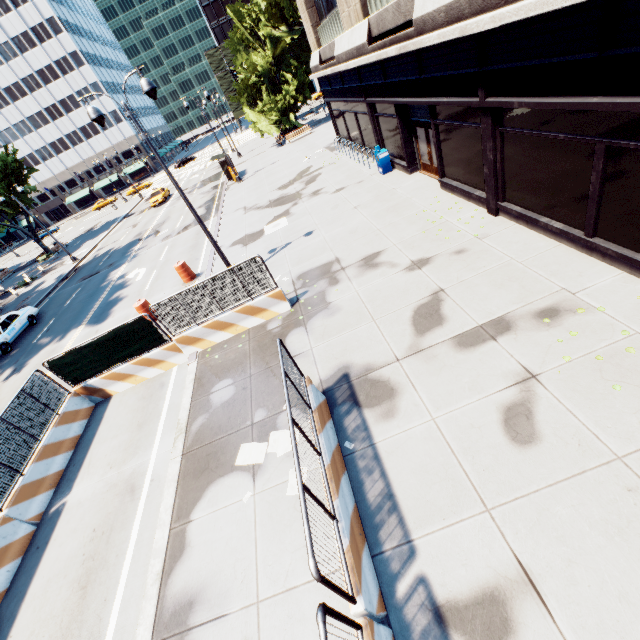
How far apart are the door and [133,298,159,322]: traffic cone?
13.46m

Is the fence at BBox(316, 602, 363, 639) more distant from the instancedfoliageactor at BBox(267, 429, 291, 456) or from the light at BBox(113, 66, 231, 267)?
the light at BBox(113, 66, 231, 267)

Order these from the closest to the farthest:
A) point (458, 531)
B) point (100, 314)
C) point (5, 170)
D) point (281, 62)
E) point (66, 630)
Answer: point (458, 531)
point (66, 630)
point (100, 314)
point (5, 170)
point (281, 62)

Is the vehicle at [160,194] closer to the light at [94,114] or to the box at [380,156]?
the light at [94,114]

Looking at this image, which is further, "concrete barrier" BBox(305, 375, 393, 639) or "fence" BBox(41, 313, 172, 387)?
"fence" BBox(41, 313, 172, 387)

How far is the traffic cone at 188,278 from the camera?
15.9m

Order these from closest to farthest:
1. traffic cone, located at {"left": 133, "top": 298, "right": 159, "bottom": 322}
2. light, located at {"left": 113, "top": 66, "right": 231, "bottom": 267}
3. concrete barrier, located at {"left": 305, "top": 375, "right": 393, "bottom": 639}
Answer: concrete barrier, located at {"left": 305, "top": 375, "right": 393, "bottom": 639}
light, located at {"left": 113, "top": 66, "right": 231, "bottom": 267}
traffic cone, located at {"left": 133, "top": 298, "right": 159, "bottom": 322}

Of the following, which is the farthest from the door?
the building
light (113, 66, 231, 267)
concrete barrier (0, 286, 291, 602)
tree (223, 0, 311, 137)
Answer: tree (223, 0, 311, 137)
